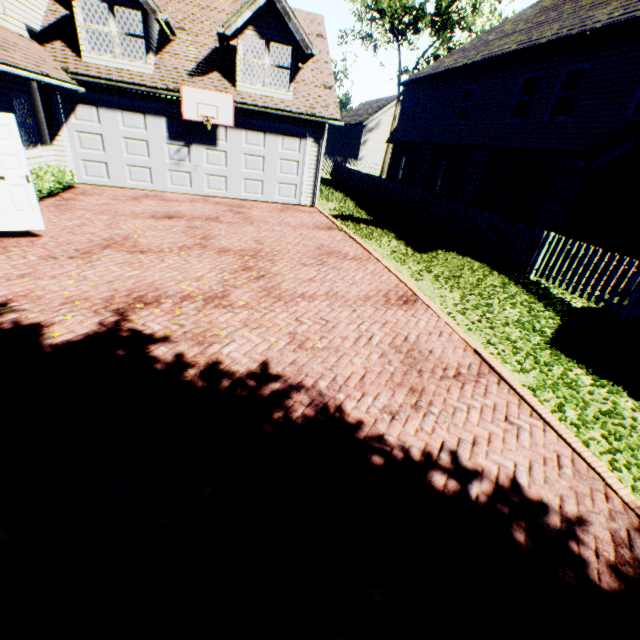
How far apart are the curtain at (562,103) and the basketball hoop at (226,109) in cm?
1191

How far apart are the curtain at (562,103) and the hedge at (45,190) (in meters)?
17.67

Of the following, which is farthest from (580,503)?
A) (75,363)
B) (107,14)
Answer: (107,14)

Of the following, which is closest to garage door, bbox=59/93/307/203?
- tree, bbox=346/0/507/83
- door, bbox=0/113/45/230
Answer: door, bbox=0/113/45/230

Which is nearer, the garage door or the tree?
the garage door

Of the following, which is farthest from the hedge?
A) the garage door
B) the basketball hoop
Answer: the basketball hoop

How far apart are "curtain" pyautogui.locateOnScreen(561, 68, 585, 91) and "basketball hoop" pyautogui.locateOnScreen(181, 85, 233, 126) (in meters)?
11.91

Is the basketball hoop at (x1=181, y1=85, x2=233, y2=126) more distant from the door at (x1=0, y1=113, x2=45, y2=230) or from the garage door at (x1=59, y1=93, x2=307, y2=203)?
the door at (x1=0, y1=113, x2=45, y2=230)
